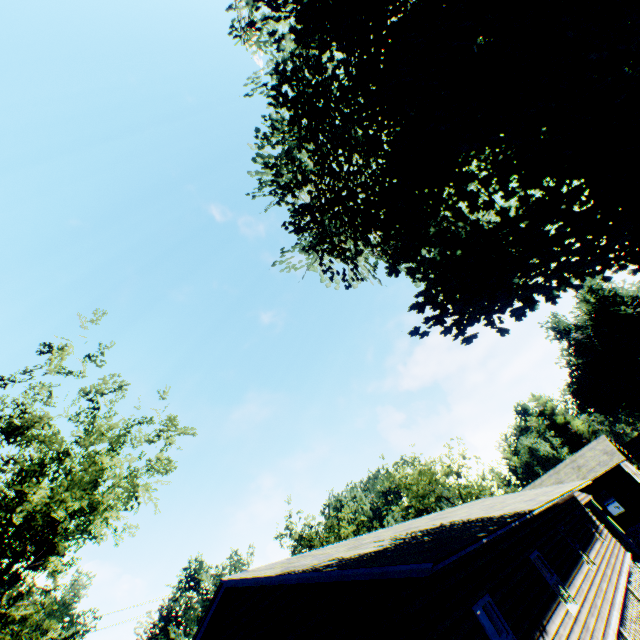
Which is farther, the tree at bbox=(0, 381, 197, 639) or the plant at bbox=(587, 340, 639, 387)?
the plant at bbox=(587, 340, 639, 387)

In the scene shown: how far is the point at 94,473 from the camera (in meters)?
12.36

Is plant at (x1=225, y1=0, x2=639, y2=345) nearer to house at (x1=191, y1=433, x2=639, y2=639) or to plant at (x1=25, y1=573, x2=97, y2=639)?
house at (x1=191, y1=433, x2=639, y2=639)

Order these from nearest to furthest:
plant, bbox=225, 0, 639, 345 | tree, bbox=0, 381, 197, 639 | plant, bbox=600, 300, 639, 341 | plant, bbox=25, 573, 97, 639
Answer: plant, bbox=225, 0, 639, 345 → tree, bbox=0, 381, 197, 639 → plant, bbox=25, 573, 97, 639 → plant, bbox=600, 300, 639, 341

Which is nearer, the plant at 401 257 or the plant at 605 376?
the plant at 401 257

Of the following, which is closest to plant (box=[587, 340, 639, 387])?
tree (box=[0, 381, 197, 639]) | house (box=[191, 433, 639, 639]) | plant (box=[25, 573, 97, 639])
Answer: tree (box=[0, 381, 197, 639])

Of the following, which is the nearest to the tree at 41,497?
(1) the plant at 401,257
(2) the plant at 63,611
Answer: (1) the plant at 401,257

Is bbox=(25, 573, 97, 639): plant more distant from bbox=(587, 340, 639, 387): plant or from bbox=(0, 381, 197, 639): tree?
bbox=(587, 340, 639, 387): plant
